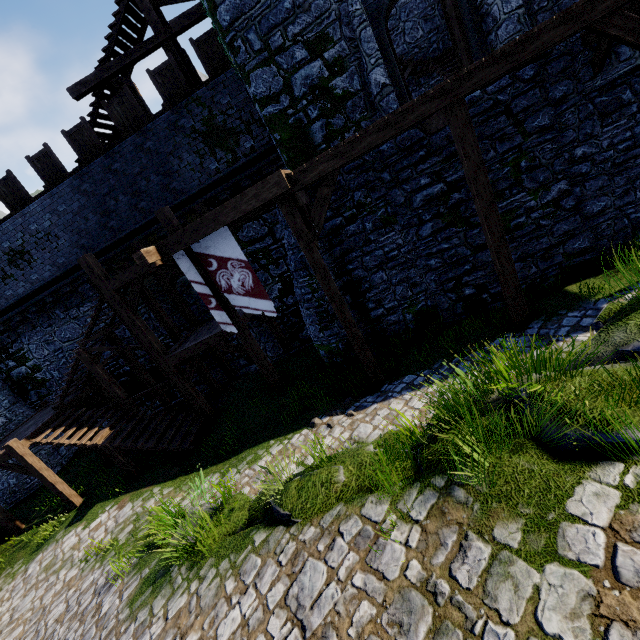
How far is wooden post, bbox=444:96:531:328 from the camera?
6.49m

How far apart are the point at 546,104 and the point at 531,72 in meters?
0.9 m

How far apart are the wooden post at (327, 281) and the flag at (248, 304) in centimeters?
147cm

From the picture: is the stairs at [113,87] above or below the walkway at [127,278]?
above

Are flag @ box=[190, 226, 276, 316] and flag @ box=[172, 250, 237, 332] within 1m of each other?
yes

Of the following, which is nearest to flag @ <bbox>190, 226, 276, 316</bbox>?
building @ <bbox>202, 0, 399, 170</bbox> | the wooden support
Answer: the wooden support

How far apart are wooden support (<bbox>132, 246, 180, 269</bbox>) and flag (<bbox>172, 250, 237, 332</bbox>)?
0.3m

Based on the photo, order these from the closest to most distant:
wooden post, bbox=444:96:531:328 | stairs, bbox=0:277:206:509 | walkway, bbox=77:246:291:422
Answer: wooden post, bbox=444:96:531:328 → walkway, bbox=77:246:291:422 → stairs, bbox=0:277:206:509
